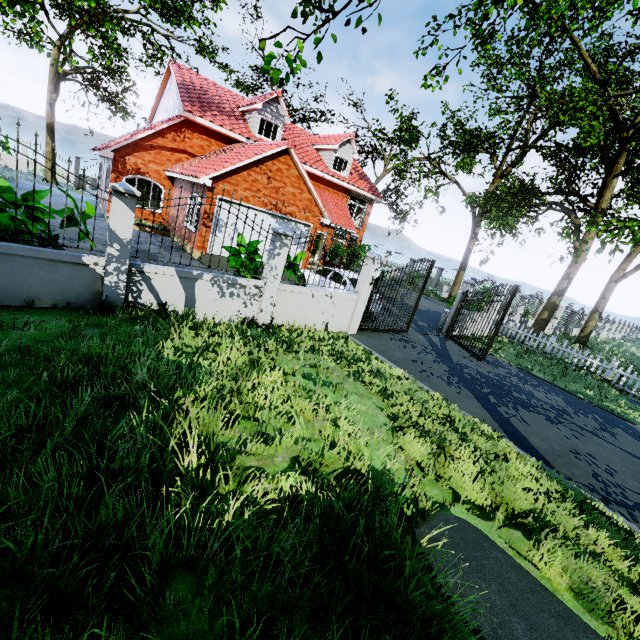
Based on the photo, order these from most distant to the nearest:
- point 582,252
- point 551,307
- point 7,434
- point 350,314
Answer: point 551,307
point 582,252
point 350,314
point 7,434

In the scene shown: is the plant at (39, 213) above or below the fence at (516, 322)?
above

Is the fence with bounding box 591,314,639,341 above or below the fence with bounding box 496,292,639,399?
above

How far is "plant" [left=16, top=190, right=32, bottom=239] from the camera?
5.6m

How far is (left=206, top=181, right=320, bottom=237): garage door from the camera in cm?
1385

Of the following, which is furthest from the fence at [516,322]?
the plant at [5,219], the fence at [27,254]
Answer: the plant at [5,219]

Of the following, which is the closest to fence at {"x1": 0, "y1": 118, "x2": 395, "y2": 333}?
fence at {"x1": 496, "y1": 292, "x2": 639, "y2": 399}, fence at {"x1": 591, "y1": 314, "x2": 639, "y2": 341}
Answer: fence at {"x1": 496, "y1": 292, "x2": 639, "y2": 399}
